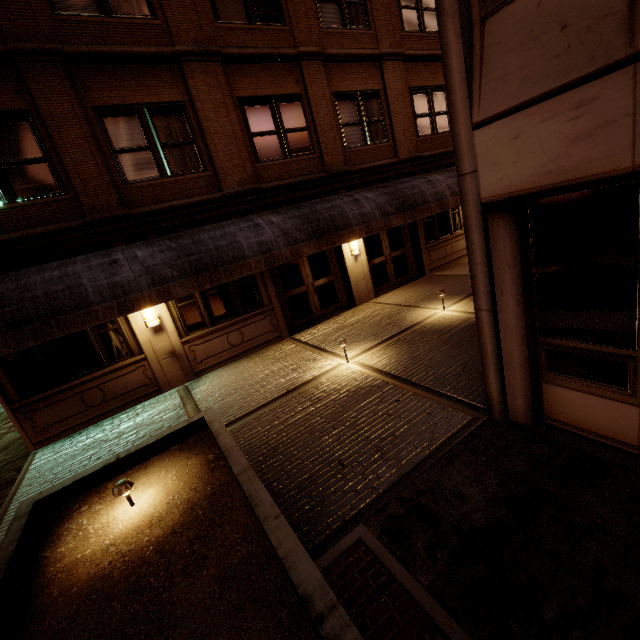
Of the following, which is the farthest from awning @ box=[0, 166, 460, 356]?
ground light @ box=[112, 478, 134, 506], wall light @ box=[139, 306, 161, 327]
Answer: ground light @ box=[112, 478, 134, 506]

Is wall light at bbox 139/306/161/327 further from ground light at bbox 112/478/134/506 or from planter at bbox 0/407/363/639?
ground light at bbox 112/478/134/506

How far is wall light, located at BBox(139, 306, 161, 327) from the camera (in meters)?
8.38

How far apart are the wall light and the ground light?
5.5 meters

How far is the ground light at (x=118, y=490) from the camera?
3.6m

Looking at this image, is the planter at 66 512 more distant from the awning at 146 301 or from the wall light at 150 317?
the wall light at 150 317

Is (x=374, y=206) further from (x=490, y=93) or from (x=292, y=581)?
(x=292, y=581)
